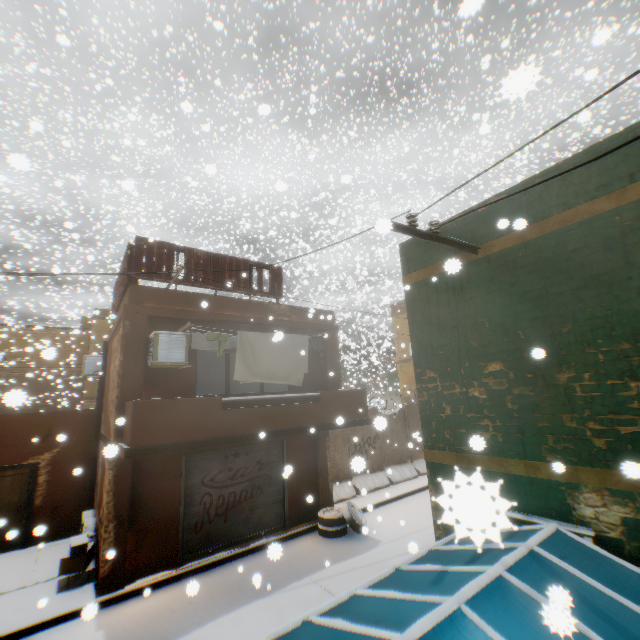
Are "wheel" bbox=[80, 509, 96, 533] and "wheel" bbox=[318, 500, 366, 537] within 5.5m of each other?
no

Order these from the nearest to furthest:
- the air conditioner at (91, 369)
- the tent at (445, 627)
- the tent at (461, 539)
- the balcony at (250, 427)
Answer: the tent at (461, 539) → the tent at (445, 627) → the balcony at (250, 427) → the air conditioner at (91, 369)

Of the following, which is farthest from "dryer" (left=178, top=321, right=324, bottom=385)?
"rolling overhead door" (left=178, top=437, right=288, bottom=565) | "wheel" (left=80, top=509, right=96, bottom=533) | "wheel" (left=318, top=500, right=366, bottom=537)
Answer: "wheel" (left=318, top=500, right=366, bottom=537)

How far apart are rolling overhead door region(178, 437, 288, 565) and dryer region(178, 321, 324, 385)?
0.60m

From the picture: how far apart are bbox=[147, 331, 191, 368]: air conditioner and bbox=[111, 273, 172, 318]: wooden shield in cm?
61

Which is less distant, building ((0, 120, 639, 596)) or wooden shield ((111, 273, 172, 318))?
building ((0, 120, 639, 596))

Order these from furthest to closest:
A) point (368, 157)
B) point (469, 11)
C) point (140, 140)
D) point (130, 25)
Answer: point (130, 25) → point (368, 157) → point (140, 140) → point (469, 11)

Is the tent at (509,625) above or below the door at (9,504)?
above
